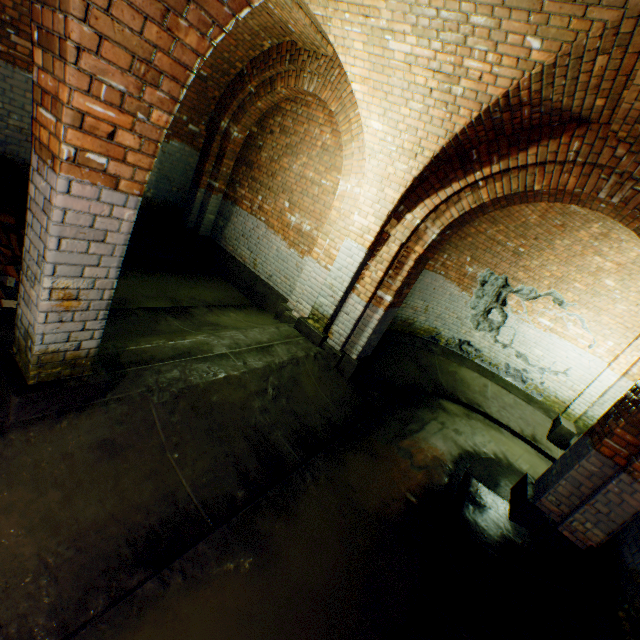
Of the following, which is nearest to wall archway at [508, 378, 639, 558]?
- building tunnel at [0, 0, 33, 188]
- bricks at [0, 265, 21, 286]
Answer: building tunnel at [0, 0, 33, 188]

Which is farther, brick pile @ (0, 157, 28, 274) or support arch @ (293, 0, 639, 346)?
brick pile @ (0, 157, 28, 274)

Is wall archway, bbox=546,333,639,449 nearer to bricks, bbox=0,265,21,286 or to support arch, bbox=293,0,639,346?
support arch, bbox=293,0,639,346

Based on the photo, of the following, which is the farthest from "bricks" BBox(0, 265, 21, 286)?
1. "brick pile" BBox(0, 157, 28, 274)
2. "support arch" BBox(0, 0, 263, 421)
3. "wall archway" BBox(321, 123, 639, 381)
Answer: "wall archway" BBox(321, 123, 639, 381)

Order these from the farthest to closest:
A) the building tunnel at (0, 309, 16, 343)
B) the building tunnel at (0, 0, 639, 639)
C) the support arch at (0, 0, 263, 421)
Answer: the building tunnel at (0, 309, 16, 343) < the building tunnel at (0, 0, 639, 639) < the support arch at (0, 0, 263, 421)

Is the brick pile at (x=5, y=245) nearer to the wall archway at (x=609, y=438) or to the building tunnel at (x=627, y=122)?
the building tunnel at (x=627, y=122)

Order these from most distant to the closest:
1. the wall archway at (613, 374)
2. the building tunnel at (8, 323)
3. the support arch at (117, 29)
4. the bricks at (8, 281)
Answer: the wall archway at (613, 374)
the bricks at (8, 281)
the building tunnel at (8, 323)
the support arch at (117, 29)

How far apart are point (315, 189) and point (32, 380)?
5.31m
